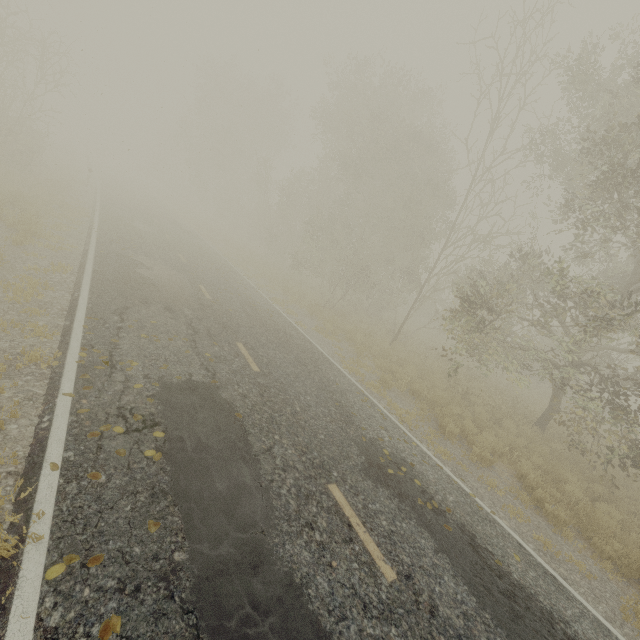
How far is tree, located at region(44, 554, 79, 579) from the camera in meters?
2.8

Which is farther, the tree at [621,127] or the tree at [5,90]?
the tree at [5,90]

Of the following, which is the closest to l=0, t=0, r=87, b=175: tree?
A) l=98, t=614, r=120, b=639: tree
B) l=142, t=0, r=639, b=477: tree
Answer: l=142, t=0, r=639, b=477: tree

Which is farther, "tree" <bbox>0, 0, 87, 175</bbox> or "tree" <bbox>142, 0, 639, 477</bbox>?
"tree" <bbox>0, 0, 87, 175</bbox>

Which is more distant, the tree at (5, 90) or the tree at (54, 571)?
the tree at (5, 90)

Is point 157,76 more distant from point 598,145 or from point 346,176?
point 598,145

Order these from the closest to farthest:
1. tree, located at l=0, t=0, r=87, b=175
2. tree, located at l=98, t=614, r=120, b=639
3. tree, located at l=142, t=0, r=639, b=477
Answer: tree, located at l=98, t=614, r=120, b=639 < tree, located at l=142, t=0, r=639, b=477 < tree, located at l=0, t=0, r=87, b=175

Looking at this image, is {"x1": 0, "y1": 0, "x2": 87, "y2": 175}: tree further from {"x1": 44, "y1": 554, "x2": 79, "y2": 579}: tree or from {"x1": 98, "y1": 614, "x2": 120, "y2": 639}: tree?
{"x1": 98, "y1": 614, "x2": 120, "y2": 639}: tree
